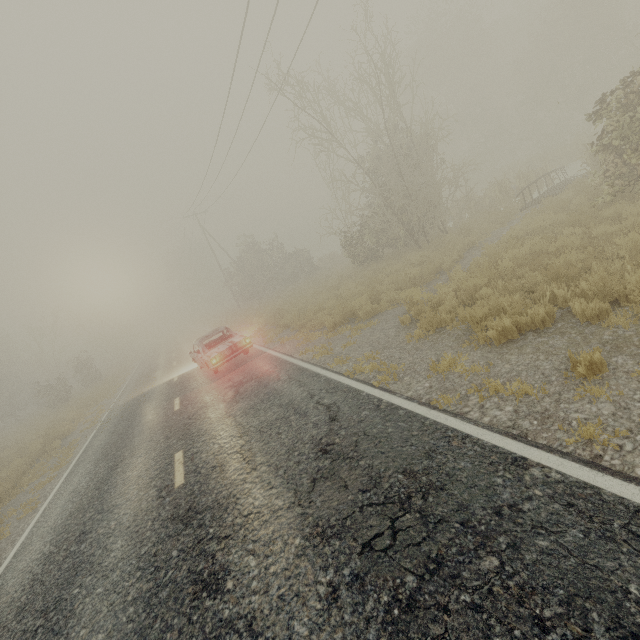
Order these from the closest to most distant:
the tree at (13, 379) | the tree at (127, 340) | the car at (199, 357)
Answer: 1. the car at (199, 357)
2. the tree at (127, 340)
3. the tree at (13, 379)

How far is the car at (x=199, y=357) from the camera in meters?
11.5

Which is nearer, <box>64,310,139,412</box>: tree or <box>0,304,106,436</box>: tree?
<box>64,310,139,412</box>: tree

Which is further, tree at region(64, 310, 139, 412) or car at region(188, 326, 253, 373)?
tree at region(64, 310, 139, 412)

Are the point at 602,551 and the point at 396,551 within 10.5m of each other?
yes

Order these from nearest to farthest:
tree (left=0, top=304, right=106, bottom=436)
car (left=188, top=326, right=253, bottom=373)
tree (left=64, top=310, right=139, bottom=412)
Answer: car (left=188, top=326, right=253, bottom=373), tree (left=64, top=310, right=139, bottom=412), tree (left=0, top=304, right=106, bottom=436)

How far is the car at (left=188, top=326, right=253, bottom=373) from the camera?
11.5m
